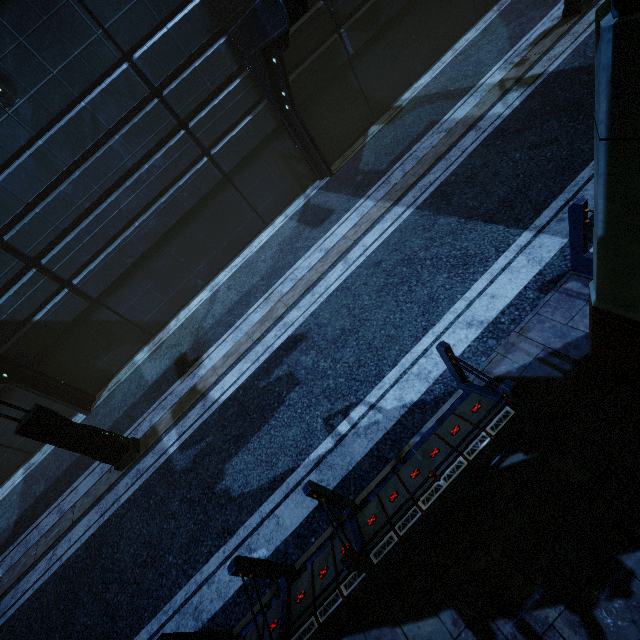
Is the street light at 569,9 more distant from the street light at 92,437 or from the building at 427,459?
the street light at 92,437

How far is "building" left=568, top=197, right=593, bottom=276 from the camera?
4.0 meters

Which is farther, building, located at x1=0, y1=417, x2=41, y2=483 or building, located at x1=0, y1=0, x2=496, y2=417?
building, located at x1=0, y1=417, x2=41, y2=483

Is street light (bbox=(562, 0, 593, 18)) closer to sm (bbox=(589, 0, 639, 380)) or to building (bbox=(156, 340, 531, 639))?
building (bbox=(156, 340, 531, 639))

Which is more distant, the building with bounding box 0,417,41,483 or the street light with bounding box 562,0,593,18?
the building with bounding box 0,417,41,483

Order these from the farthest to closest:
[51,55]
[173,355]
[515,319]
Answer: [173,355] → [51,55] → [515,319]

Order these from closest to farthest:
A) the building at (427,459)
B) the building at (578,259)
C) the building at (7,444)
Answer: the building at (427,459)
the building at (578,259)
the building at (7,444)

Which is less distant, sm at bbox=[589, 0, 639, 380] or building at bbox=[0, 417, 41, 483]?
sm at bbox=[589, 0, 639, 380]
